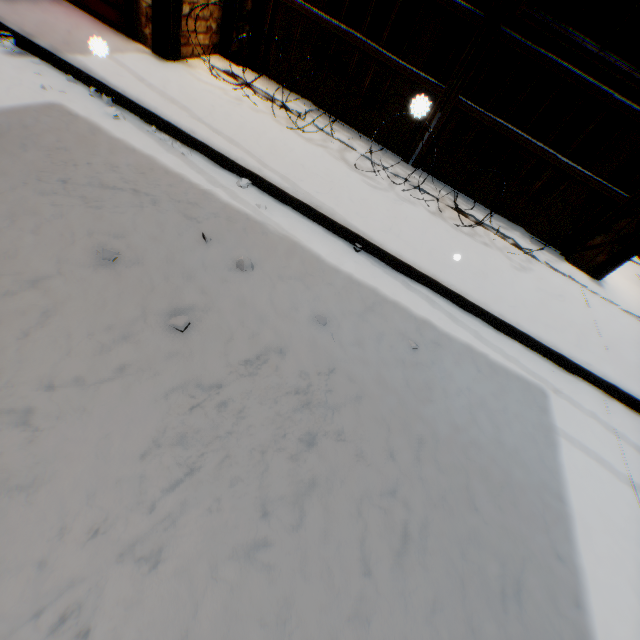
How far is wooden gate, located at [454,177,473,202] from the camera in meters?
5.1 m

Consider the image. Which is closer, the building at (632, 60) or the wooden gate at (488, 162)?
the wooden gate at (488, 162)

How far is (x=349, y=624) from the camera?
1.5 meters

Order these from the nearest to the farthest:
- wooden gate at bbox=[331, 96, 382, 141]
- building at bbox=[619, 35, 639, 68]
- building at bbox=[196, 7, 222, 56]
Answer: building at bbox=[196, 7, 222, 56] → wooden gate at bbox=[331, 96, 382, 141] → building at bbox=[619, 35, 639, 68]

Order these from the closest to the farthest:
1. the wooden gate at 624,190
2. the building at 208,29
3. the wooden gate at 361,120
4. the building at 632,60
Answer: the wooden gate at 624,190 → the building at 208,29 → the wooden gate at 361,120 → the building at 632,60

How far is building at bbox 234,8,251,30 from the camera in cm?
469
